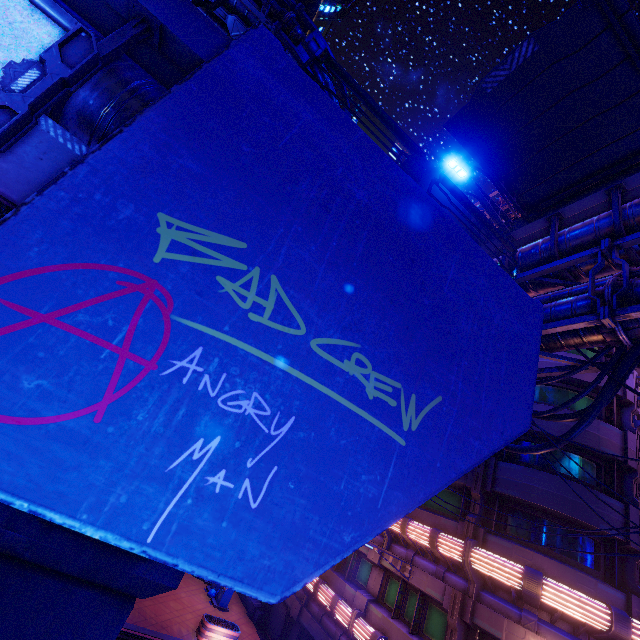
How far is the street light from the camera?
10.7 meters

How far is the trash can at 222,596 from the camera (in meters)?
21.08

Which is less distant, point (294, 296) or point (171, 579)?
point (294, 296)

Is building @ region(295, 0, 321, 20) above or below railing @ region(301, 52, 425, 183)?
above

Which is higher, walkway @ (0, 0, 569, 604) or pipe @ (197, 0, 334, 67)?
pipe @ (197, 0, 334, 67)

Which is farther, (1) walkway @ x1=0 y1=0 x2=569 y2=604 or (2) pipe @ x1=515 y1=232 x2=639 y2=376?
(2) pipe @ x1=515 y1=232 x2=639 y2=376

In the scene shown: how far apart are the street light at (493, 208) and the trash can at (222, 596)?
26.7 meters

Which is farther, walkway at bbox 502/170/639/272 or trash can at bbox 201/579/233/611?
trash can at bbox 201/579/233/611
